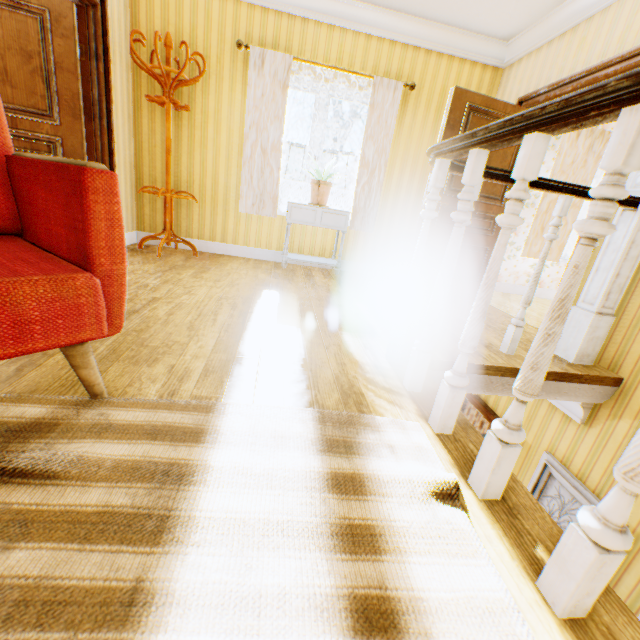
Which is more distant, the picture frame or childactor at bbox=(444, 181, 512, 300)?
childactor at bbox=(444, 181, 512, 300)

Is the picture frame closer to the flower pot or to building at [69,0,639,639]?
building at [69,0,639,639]

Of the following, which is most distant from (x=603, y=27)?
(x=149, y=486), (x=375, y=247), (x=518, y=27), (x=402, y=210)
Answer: (x=149, y=486)

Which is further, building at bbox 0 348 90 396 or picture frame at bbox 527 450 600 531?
picture frame at bbox 527 450 600 531

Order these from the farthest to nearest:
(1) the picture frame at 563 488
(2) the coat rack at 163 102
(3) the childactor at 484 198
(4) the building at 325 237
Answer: (4) the building at 325 237 → (3) the childactor at 484 198 → (2) the coat rack at 163 102 → (1) the picture frame at 563 488

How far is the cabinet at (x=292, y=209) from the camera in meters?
4.0

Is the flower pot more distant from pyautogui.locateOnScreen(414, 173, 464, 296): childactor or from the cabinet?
pyautogui.locateOnScreen(414, 173, 464, 296): childactor

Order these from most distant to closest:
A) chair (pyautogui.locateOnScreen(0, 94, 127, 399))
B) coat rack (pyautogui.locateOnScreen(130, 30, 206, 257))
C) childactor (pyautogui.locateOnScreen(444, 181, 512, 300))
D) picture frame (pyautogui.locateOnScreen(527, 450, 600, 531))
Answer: childactor (pyautogui.locateOnScreen(444, 181, 512, 300)) → coat rack (pyautogui.locateOnScreen(130, 30, 206, 257)) → picture frame (pyautogui.locateOnScreen(527, 450, 600, 531)) → chair (pyautogui.locateOnScreen(0, 94, 127, 399))
